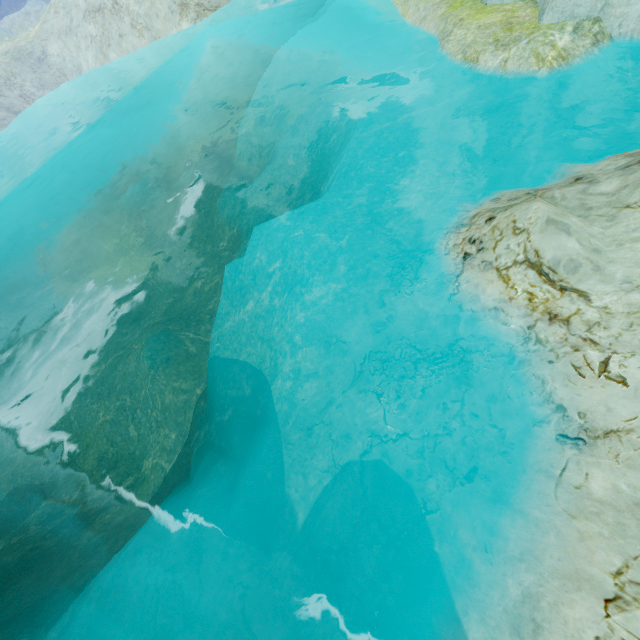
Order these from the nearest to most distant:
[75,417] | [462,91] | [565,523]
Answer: [565,523] < [462,91] < [75,417]
